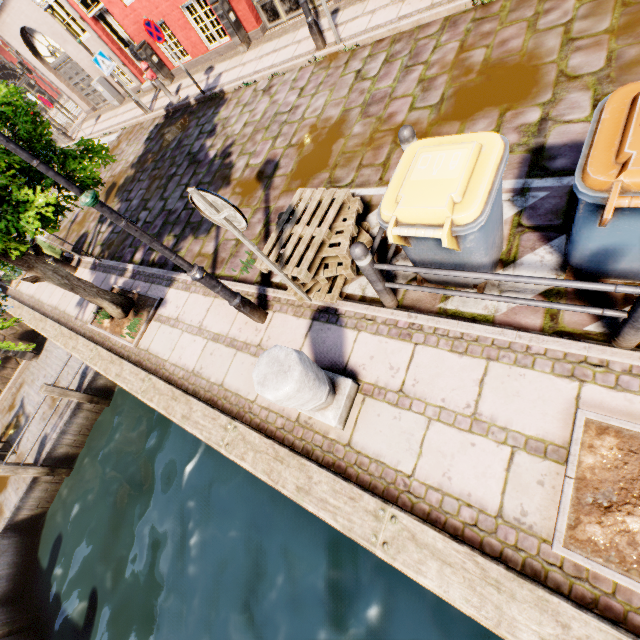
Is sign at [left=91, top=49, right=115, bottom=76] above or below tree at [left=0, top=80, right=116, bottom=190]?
below

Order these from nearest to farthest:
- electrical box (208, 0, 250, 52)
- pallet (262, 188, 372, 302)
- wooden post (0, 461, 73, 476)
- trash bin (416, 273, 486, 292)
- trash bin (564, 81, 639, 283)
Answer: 1. trash bin (564, 81, 639, 283)
2. trash bin (416, 273, 486, 292)
3. pallet (262, 188, 372, 302)
4. wooden post (0, 461, 73, 476)
5. electrical box (208, 0, 250, 52)

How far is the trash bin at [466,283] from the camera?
3.1 meters

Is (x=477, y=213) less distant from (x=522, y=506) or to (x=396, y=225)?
(x=396, y=225)

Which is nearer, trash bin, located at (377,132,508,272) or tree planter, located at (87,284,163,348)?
trash bin, located at (377,132,508,272)

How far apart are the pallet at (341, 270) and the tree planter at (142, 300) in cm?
261

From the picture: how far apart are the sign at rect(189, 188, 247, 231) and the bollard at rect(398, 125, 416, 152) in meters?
1.8 m

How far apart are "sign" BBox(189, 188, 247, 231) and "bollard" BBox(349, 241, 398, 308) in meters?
1.0 m
